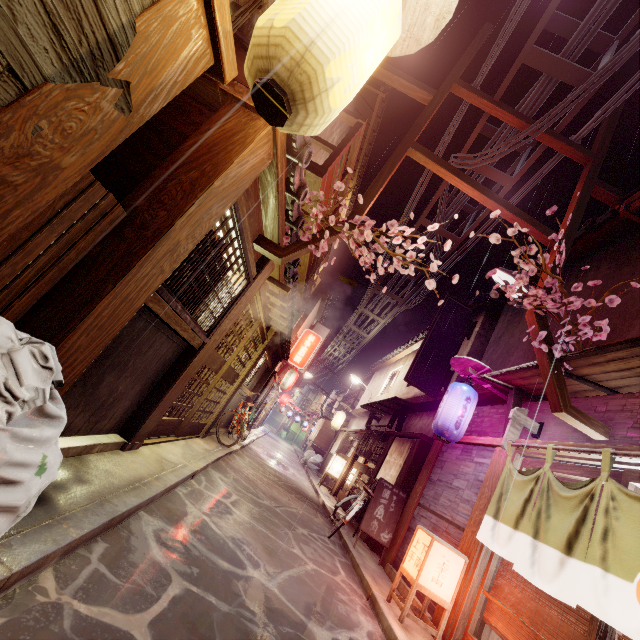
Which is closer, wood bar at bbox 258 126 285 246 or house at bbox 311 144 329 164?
wood bar at bbox 258 126 285 246

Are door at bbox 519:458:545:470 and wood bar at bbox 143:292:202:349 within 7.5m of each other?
no

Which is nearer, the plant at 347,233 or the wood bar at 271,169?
the wood bar at 271,169

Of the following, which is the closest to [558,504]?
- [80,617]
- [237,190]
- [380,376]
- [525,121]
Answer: [80,617]

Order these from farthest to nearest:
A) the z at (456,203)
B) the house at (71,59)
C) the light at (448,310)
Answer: the light at (448,310) < the z at (456,203) < the house at (71,59)

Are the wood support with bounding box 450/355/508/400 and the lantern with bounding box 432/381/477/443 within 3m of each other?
yes

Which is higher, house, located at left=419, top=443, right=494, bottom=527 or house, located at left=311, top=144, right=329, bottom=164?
house, located at left=311, top=144, right=329, bottom=164

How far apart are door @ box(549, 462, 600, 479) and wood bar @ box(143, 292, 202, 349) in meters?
8.9 m
